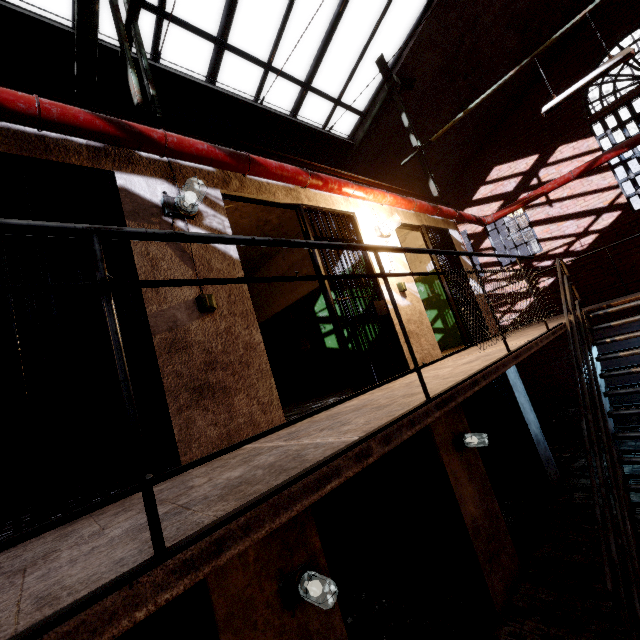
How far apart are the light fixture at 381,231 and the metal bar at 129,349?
3.31m

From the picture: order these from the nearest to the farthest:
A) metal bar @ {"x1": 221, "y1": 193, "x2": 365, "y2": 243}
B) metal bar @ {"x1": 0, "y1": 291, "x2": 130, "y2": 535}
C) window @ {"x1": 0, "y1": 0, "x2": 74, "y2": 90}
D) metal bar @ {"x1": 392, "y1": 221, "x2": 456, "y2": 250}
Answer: metal bar @ {"x1": 0, "y1": 291, "x2": 130, "y2": 535} < metal bar @ {"x1": 221, "y1": 193, "x2": 365, "y2": 243} < window @ {"x1": 0, "y1": 0, "x2": 74, "y2": 90} < metal bar @ {"x1": 392, "y1": 221, "x2": 456, "y2": 250}

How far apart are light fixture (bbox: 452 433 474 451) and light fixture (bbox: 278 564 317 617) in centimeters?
263cm

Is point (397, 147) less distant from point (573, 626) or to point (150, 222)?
point (150, 222)

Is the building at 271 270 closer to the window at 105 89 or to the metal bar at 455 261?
the metal bar at 455 261

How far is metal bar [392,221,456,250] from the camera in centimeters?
585cm

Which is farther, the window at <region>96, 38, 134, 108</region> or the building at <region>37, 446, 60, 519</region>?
the window at <region>96, 38, 134, 108</region>

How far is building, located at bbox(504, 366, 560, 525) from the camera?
5.9 meters
